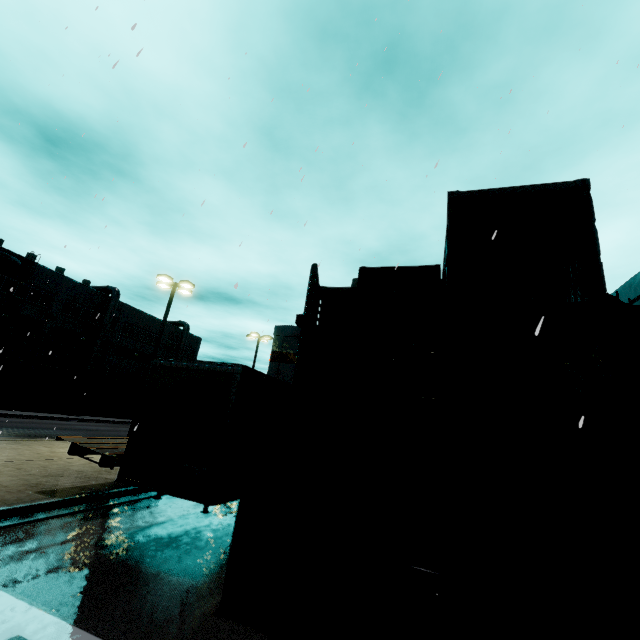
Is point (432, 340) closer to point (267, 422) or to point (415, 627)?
point (415, 627)

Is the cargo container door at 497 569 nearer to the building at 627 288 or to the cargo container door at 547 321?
the cargo container door at 547 321

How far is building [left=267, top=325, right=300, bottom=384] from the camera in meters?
27.8 m

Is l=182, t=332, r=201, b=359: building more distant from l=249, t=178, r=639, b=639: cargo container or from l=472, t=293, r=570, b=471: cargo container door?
l=472, t=293, r=570, b=471: cargo container door

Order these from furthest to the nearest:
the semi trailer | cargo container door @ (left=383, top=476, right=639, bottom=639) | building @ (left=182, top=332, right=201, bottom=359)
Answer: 1. building @ (left=182, top=332, right=201, bottom=359)
2. the semi trailer
3. cargo container door @ (left=383, top=476, right=639, bottom=639)

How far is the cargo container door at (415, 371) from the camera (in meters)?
4.69

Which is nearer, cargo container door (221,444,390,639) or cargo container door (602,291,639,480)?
cargo container door (602,291,639,480)

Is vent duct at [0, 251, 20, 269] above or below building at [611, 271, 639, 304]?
above
